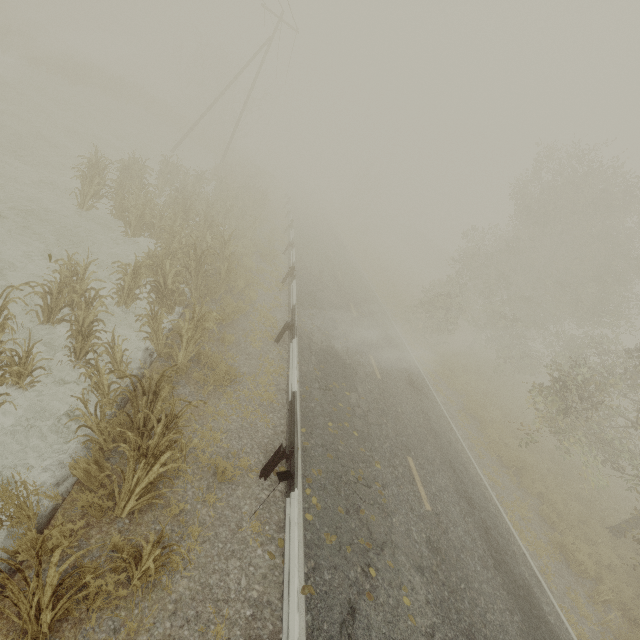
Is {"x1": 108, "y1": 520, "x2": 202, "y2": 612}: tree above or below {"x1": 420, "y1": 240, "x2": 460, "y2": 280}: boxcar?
below

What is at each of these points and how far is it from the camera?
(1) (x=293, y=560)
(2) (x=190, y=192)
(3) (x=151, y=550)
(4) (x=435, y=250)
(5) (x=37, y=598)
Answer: (1) guardrail, 4.6 meters
(2) tree, 16.7 meters
(3) tree, 3.9 meters
(4) boxcar, 56.8 meters
(5) tree, 2.7 meters

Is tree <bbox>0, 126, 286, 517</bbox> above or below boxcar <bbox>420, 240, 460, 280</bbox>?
below

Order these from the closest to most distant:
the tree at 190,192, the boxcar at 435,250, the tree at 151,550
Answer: the tree at 151,550, the tree at 190,192, the boxcar at 435,250

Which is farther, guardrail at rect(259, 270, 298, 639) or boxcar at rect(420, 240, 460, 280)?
boxcar at rect(420, 240, 460, 280)

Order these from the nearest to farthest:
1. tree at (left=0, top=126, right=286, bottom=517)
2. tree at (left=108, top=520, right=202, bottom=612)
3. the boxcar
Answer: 1. tree at (left=108, top=520, right=202, bottom=612)
2. tree at (left=0, top=126, right=286, bottom=517)
3. the boxcar

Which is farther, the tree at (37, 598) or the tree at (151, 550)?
the tree at (151, 550)

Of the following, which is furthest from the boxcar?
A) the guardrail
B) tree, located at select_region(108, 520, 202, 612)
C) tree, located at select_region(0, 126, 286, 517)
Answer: tree, located at select_region(108, 520, 202, 612)
